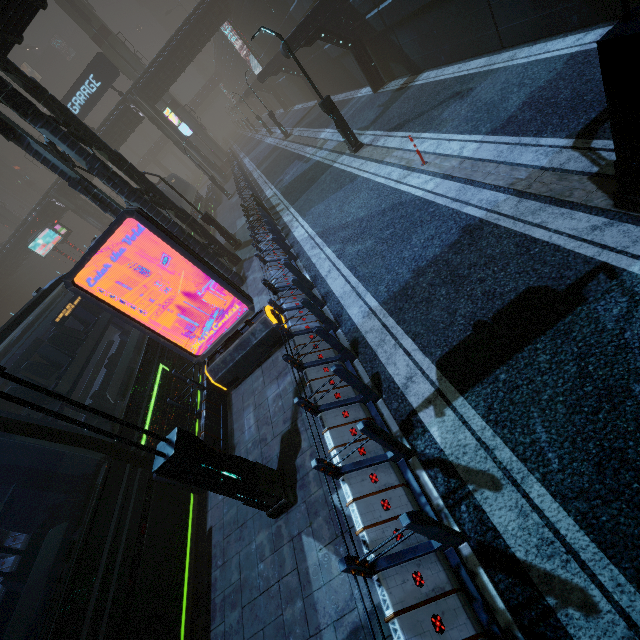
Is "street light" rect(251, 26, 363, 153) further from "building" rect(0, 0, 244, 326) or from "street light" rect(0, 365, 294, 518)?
"street light" rect(0, 365, 294, 518)

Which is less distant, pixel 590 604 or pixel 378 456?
pixel 590 604

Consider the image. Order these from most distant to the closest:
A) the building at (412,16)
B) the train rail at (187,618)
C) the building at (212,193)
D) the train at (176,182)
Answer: the building at (212,193)
the train at (176,182)
the building at (412,16)
the train rail at (187,618)

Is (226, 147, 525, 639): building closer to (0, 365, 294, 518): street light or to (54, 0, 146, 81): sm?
(54, 0, 146, 81): sm

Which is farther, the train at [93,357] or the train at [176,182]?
the train at [176,182]

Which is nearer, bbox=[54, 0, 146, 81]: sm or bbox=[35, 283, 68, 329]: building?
bbox=[54, 0, 146, 81]: sm

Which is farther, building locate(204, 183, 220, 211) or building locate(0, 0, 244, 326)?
building locate(204, 183, 220, 211)
